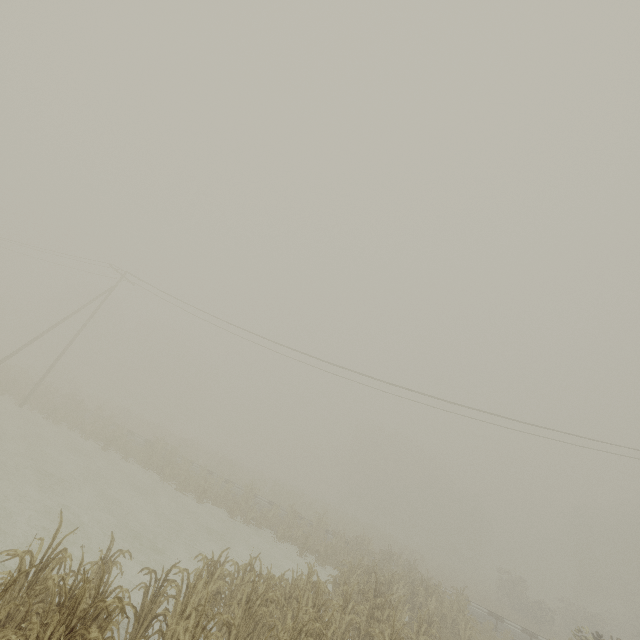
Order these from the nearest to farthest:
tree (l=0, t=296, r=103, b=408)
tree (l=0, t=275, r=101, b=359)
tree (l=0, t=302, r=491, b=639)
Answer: tree (l=0, t=302, r=491, b=639), tree (l=0, t=296, r=103, b=408), tree (l=0, t=275, r=101, b=359)

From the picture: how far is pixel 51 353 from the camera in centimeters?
5966cm

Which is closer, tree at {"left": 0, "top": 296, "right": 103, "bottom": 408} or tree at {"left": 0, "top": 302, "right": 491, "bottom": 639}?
tree at {"left": 0, "top": 302, "right": 491, "bottom": 639}

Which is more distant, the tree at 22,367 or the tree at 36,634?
the tree at 22,367

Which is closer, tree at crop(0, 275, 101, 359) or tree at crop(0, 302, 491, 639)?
tree at crop(0, 302, 491, 639)

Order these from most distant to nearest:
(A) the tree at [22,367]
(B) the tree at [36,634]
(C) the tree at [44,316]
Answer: (C) the tree at [44,316] → (A) the tree at [22,367] → (B) the tree at [36,634]
